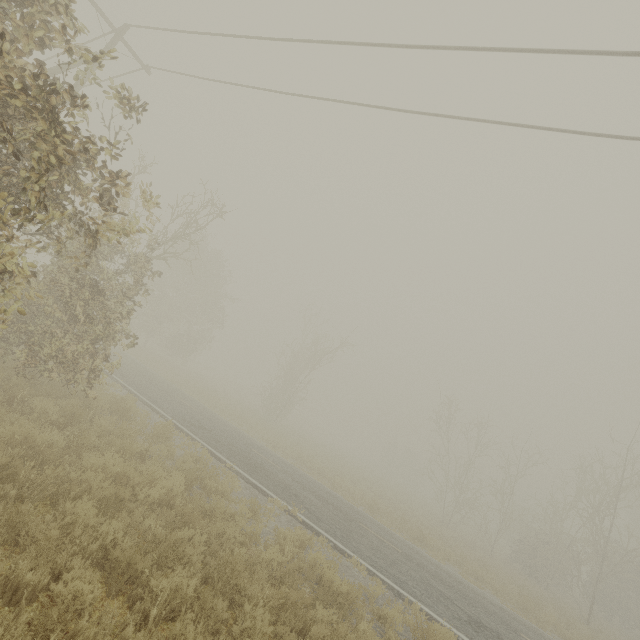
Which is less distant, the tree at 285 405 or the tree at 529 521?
the tree at 529 521

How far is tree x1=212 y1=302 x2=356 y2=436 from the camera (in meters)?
31.31

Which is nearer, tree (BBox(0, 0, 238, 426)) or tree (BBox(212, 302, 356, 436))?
tree (BBox(0, 0, 238, 426))

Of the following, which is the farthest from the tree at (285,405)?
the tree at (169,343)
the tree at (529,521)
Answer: the tree at (529,521)

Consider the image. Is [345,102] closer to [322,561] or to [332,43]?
[332,43]

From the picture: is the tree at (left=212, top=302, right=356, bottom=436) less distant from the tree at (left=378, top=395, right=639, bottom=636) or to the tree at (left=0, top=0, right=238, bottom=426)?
the tree at (left=0, top=0, right=238, bottom=426)
